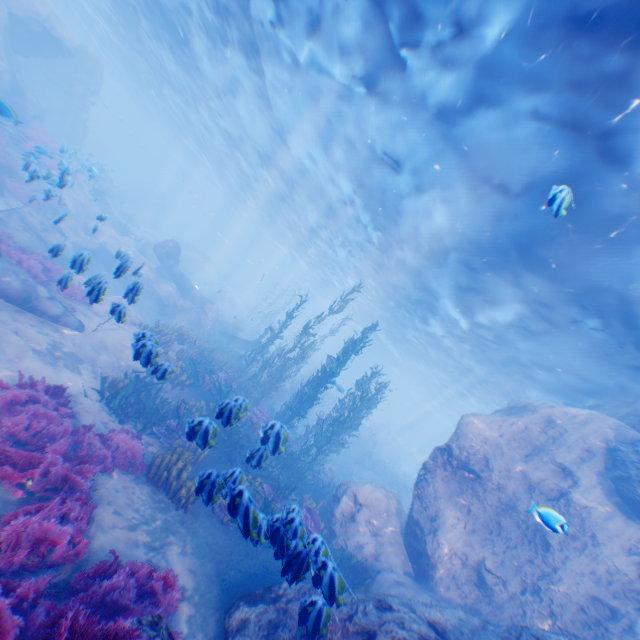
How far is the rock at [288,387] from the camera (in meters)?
23.31

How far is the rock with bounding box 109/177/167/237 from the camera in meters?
34.8 m

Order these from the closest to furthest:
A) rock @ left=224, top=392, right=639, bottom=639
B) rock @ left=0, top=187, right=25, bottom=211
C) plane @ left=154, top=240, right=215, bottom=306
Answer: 1. rock @ left=224, top=392, right=639, bottom=639
2. rock @ left=0, top=187, right=25, bottom=211
3. plane @ left=154, top=240, right=215, bottom=306

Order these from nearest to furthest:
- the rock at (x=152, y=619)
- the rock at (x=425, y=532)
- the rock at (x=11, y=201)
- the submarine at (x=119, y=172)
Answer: the rock at (x=152, y=619) < the rock at (x=425, y=532) < the rock at (x=11, y=201) < the submarine at (x=119, y=172)

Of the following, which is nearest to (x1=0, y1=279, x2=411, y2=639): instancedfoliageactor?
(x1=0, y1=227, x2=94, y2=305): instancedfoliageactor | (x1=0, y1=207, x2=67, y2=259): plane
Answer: (x1=0, y1=207, x2=67, y2=259): plane

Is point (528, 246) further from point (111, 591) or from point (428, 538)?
point (111, 591)

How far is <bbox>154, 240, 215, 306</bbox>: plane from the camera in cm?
2248

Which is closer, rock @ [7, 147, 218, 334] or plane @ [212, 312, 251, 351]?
rock @ [7, 147, 218, 334]
